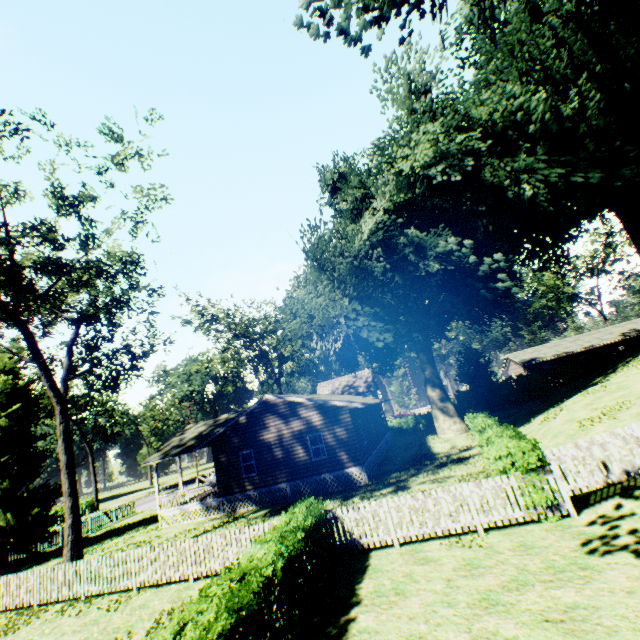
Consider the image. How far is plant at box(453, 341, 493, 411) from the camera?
38.88m

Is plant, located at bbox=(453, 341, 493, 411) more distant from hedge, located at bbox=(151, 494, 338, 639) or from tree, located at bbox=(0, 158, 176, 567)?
hedge, located at bbox=(151, 494, 338, 639)

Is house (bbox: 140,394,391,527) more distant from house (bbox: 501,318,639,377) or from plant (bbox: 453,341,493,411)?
house (bbox: 501,318,639,377)

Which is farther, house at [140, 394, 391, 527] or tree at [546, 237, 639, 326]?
tree at [546, 237, 639, 326]

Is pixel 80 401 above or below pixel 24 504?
above

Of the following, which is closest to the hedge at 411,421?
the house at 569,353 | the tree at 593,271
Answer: the house at 569,353

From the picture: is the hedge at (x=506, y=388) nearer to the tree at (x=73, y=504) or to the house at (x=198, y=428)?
the house at (x=198, y=428)

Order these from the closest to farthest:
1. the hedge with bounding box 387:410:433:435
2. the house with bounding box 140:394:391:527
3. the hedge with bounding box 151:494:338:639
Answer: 1. the hedge with bounding box 151:494:338:639
2. the house with bounding box 140:394:391:527
3. the hedge with bounding box 387:410:433:435
